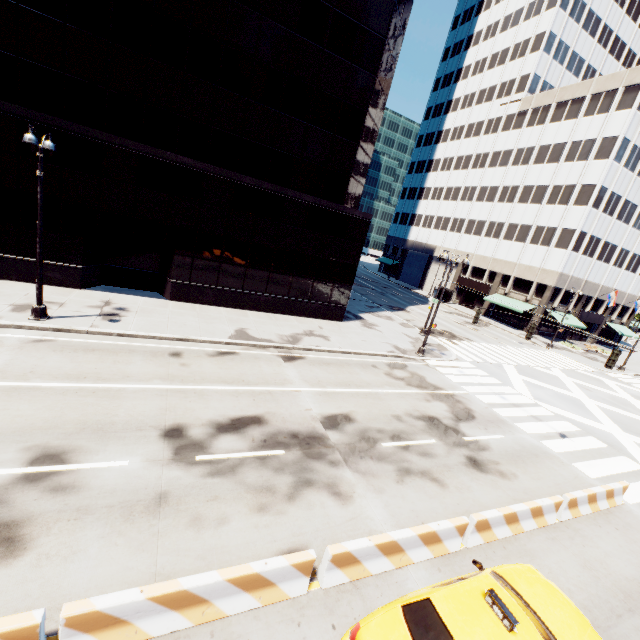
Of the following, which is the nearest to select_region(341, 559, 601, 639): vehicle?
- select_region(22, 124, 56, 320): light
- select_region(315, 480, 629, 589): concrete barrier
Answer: select_region(315, 480, 629, 589): concrete barrier

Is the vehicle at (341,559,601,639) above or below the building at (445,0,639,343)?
below

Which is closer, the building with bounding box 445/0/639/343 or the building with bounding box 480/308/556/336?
the building with bounding box 445/0/639/343

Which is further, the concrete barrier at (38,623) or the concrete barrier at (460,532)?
the concrete barrier at (460,532)

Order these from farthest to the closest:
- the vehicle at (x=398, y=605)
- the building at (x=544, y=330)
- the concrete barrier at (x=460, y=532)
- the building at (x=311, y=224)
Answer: the building at (x=544, y=330) → the building at (x=311, y=224) → the concrete barrier at (x=460, y=532) → the vehicle at (x=398, y=605)

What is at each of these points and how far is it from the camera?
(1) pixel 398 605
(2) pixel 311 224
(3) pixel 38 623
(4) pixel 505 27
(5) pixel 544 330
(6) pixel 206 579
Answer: (1) vehicle, 5.59m
(2) building, 22.08m
(3) concrete barrier, 4.38m
(4) building, 53.69m
(5) building, 46.31m
(6) concrete barrier, 5.36m

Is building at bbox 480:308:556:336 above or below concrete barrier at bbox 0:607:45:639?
above

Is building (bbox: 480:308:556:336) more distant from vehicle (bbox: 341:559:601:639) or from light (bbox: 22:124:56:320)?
light (bbox: 22:124:56:320)
